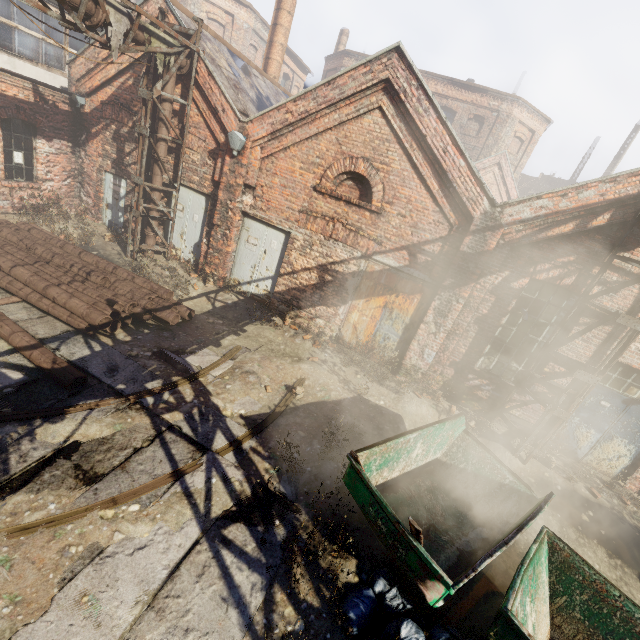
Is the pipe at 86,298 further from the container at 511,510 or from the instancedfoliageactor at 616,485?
the instancedfoliageactor at 616,485

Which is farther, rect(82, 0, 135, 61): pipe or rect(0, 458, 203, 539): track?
rect(82, 0, 135, 61): pipe

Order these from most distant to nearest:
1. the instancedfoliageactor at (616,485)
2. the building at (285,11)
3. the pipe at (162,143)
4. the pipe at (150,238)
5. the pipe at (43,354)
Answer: the building at (285,11)
the pipe at (150,238)
the pipe at (162,143)
the instancedfoliageactor at (616,485)
the pipe at (43,354)

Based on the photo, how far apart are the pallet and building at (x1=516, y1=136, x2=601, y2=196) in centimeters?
3936cm

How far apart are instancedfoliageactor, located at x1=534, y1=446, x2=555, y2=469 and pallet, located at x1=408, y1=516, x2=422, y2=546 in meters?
5.2 m

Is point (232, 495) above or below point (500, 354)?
below

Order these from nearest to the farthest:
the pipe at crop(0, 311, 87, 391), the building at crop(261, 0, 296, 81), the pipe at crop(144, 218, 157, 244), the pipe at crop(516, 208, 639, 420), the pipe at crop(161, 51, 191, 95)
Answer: the pipe at crop(0, 311, 87, 391)
the pipe at crop(516, 208, 639, 420)
the pipe at crop(161, 51, 191, 95)
the pipe at crop(144, 218, 157, 244)
the building at crop(261, 0, 296, 81)

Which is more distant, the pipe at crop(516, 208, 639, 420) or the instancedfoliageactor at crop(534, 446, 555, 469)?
the instancedfoliageactor at crop(534, 446, 555, 469)
